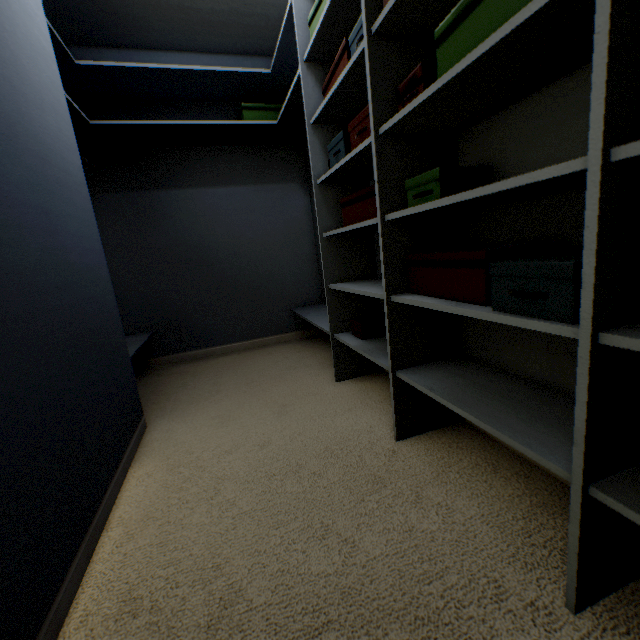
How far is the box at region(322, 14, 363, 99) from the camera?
1.2m

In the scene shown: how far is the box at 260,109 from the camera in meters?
2.4 m

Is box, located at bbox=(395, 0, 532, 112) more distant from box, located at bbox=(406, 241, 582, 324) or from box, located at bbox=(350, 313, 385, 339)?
box, located at bbox=(350, 313, 385, 339)

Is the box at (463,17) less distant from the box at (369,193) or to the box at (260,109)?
the box at (369,193)

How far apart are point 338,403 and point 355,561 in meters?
0.9 m

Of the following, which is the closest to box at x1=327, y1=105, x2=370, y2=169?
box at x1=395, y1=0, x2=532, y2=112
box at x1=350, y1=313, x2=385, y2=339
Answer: box at x1=395, y1=0, x2=532, y2=112

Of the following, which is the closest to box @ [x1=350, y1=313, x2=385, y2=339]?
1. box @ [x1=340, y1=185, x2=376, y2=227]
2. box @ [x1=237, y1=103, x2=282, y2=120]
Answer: box @ [x1=340, y1=185, x2=376, y2=227]

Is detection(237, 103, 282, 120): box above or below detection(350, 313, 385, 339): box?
above
